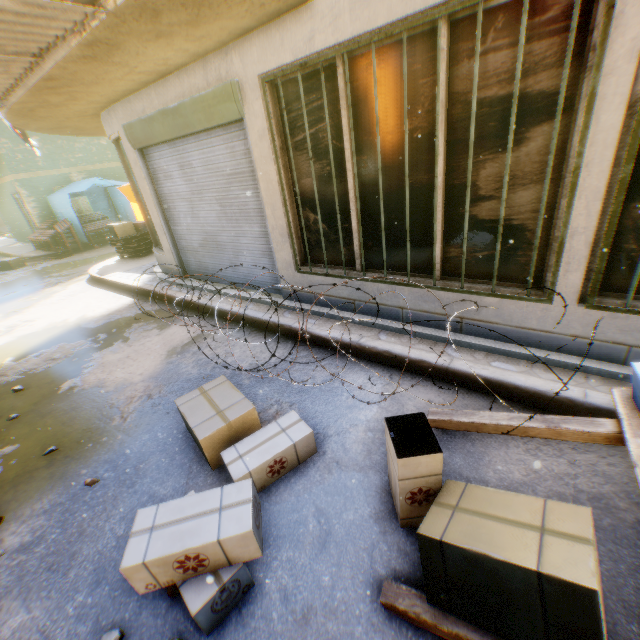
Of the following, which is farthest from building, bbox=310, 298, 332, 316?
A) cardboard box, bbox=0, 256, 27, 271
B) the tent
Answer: Result: cardboard box, bbox=0, 256, 27, 271

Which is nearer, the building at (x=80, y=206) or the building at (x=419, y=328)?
the building at (x=419, y=328)

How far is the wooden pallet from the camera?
9.96m

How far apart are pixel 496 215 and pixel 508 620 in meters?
3.0

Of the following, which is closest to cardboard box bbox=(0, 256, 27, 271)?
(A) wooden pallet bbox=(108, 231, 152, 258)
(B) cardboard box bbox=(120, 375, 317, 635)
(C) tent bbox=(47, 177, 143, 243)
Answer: (C) tent bbox=(47, 177, 143, 243)

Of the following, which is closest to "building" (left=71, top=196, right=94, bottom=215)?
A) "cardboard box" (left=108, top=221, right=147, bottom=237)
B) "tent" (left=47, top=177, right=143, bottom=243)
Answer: "tent" (left=47, top=177, right=143, bottom=243)

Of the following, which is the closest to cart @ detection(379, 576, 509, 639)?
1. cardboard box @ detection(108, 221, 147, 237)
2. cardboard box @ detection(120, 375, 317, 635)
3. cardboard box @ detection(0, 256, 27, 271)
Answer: cardboard box @ detection(120, 375, 317, 635)

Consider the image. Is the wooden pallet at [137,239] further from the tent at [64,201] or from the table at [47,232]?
the table at [47,232]
